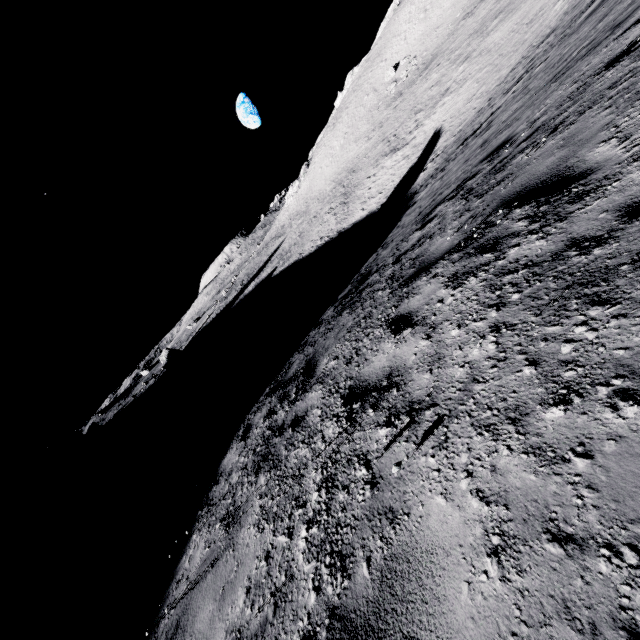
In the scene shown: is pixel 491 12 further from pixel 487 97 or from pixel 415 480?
pixel 415 480
